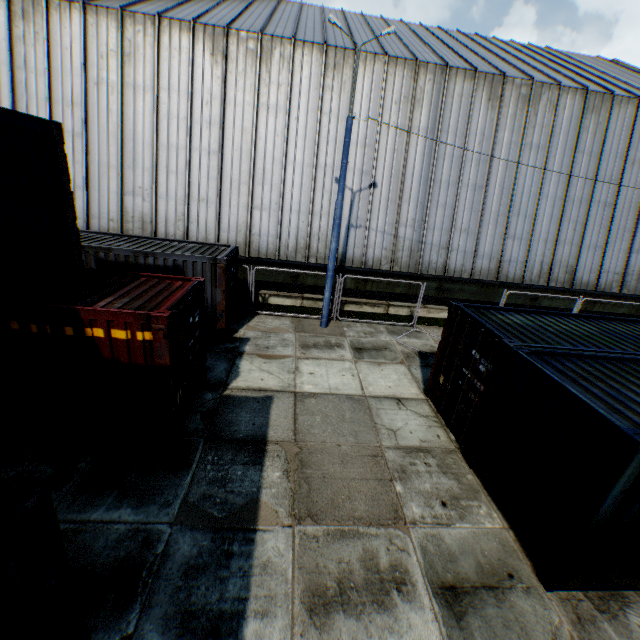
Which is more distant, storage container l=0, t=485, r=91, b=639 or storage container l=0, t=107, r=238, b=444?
storage container l=0, t=107, r=238, b=444

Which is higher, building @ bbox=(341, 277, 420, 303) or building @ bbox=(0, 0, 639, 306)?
building @ bbox=(0, 0, 639, 306)

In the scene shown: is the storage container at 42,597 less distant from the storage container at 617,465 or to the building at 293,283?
the storage container at 617,465

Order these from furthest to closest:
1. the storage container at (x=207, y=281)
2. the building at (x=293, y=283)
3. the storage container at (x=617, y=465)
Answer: the building at (x=293, y=283) < the storage container at (x=207, y=281) < the storage container at (x=617, y=465)

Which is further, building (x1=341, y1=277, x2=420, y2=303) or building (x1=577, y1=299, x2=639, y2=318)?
building (x1=577, y1=299, x2=639, y2=318)

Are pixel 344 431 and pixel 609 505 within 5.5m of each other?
yes

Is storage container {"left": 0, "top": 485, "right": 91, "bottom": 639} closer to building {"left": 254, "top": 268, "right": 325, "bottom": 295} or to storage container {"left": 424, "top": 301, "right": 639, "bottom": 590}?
storage container {"left": 424, "top": 301, "right": 639, "bottom": 590}

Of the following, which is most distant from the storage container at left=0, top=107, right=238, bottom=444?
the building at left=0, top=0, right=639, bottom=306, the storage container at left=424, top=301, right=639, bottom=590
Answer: the building at left=0, top=0, right=639, bottom=306
